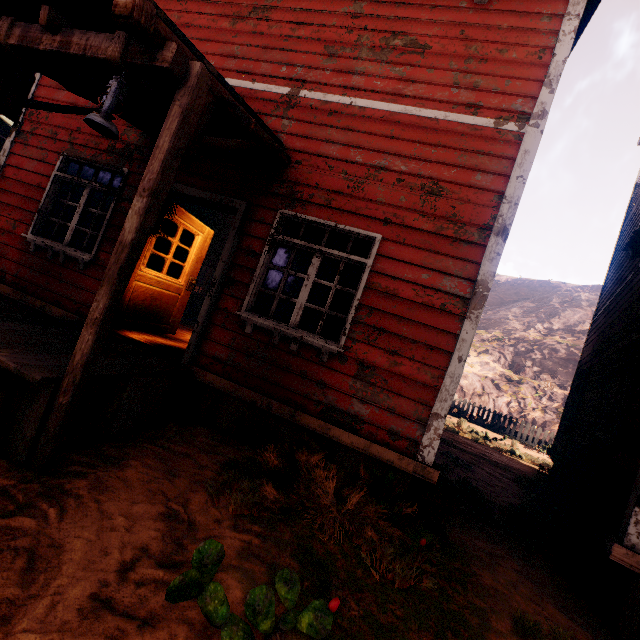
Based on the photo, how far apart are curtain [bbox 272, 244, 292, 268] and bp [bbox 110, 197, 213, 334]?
2.1 meters

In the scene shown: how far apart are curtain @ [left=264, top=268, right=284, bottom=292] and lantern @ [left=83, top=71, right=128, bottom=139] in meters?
2.2

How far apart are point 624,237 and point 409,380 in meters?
9.2 m

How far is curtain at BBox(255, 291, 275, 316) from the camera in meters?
4.3 m

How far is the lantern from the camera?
2.4m

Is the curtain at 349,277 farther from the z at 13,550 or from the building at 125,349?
the z at 13,550

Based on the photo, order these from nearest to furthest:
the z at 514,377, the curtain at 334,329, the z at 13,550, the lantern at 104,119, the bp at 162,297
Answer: the z at 13,550
the lantern at 104,119
the curtain at 334,329
the bp at 162,297
the z at 514,377
